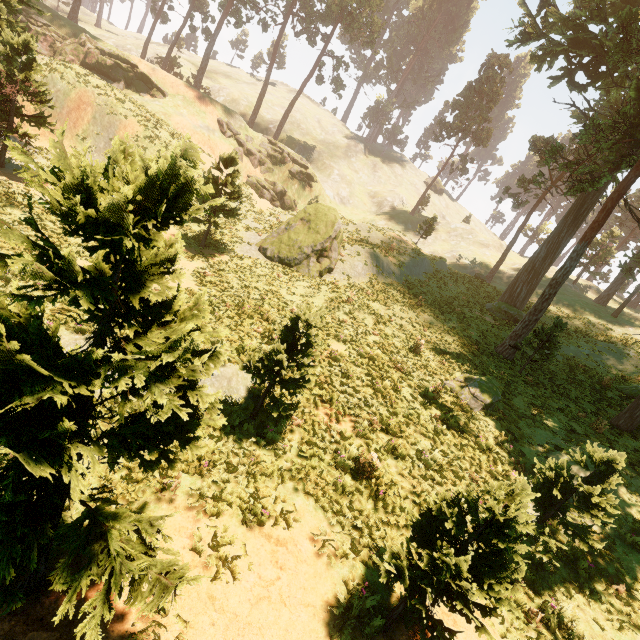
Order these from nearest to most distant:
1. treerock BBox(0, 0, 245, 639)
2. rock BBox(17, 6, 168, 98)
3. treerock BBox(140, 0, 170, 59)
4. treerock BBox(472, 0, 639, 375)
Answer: treerock BBox(0, 0, 245, 639), treerock BBox(472, 0, 639, 375), rock BBox(17, 6, 168, 98), treerock BBox(140, 0, 170, 59)

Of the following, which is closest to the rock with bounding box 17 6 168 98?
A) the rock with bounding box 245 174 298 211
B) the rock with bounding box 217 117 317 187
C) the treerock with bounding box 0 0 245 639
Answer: the treerock with bounding box 0 0 245 639

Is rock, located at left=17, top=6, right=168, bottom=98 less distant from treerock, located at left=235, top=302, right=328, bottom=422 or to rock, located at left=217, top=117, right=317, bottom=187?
treerock, located at left=235, top=302, right=328, bottom=422

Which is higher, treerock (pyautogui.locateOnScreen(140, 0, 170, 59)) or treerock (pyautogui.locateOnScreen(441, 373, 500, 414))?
treerock (pyautogui.locateOnScreen(140, 0, 170, 59))

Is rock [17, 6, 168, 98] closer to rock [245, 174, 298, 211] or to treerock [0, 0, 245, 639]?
treerock [0, 0, 245, 639]

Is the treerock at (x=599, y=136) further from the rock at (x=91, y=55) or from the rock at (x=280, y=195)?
the rock at (x=280, y=195)

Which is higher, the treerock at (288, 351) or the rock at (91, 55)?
the rock at (91, 55)

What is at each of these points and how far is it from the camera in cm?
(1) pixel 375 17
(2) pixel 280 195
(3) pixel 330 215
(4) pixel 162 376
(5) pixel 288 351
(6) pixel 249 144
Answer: (1) treerock, 4419
(2) rock, 4259
(3) treerock, 2231
(4) treerock, 379
(5) treerock, 802
(6) rock, 4216
